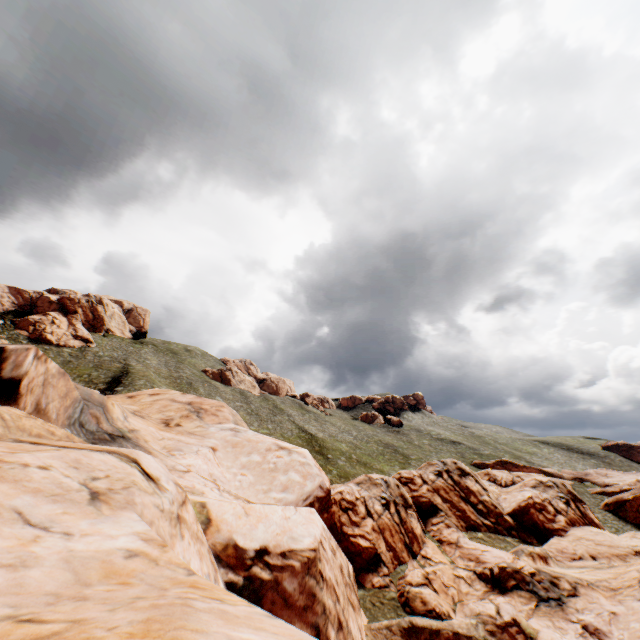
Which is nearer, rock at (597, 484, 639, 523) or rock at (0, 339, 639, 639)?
rock at (0, 339, 639, 639)

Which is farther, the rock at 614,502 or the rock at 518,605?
the rock at 614,502

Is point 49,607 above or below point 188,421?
below
